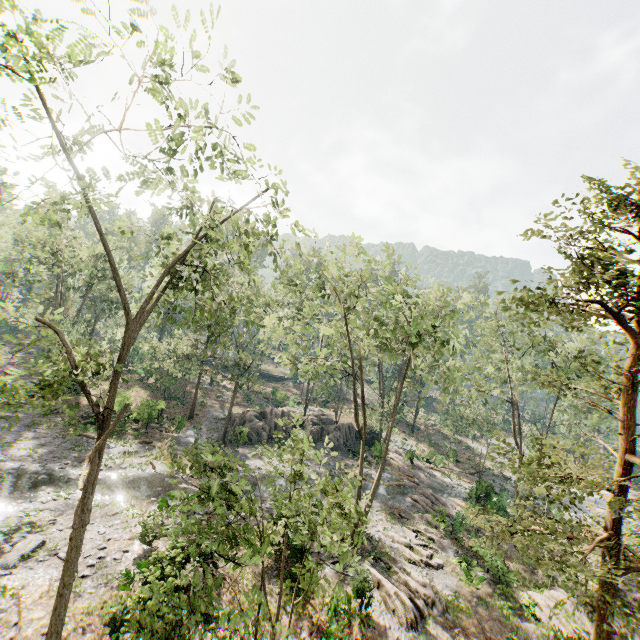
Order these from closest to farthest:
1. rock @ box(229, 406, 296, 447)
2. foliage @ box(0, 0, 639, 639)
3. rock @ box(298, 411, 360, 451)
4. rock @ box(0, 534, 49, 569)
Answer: foliage @ box(0, 0, 639, 639) → rock @ box(0, 534, 49, 569) → rock @ box(229, 406, 296, 447) → rock @ box(298, 411, 360, 451)

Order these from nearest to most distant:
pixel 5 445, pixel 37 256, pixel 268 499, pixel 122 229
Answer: pixel 122 229, pixel 5 445, pixel 268 499, pixel 37 256

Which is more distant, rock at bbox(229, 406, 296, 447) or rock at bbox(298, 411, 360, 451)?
rock at bbox(298, 411, 360, 451)

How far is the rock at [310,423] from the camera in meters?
36.8

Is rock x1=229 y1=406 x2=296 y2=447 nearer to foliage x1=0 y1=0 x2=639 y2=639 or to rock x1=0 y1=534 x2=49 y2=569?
foliage x1=0 y1=0 x2=639 y2=639

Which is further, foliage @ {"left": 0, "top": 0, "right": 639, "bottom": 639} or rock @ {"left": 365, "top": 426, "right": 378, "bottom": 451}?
rock @ {"left": 365, "top": 426, "right": 378, "bottom": 451}
